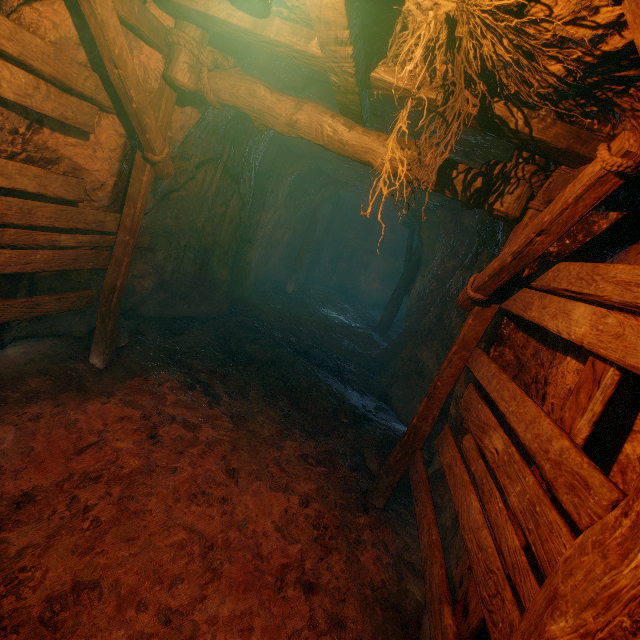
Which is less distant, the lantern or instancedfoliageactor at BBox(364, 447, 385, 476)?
the lantern

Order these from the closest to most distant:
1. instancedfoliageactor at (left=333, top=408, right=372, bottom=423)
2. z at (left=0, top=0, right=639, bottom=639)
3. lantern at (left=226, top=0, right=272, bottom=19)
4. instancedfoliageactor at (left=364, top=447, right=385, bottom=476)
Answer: lantern at (left=226, top=0, right=272, bottom=19), z at (left=0, top=0, right=639, bottom=639), instancedfoliageactor at (left=364, top=447, right=385, bottom=476), instancedfoliageactor at (left=333, top=408, right=372, bottom=423)

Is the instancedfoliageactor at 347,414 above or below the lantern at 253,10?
below

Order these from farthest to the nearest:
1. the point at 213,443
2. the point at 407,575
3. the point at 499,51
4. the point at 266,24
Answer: the point at 213,443
the point at 407,575
the point at 266,24
the point at 499,51

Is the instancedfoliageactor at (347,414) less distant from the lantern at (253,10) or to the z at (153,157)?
the z at (153,157)

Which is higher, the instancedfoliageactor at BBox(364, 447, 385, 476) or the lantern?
the lantern

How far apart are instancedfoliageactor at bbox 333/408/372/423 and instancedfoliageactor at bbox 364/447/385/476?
0.6m

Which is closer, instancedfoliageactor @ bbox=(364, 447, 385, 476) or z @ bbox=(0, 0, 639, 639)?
z @ bbox=(0, 0, 639, 639)
